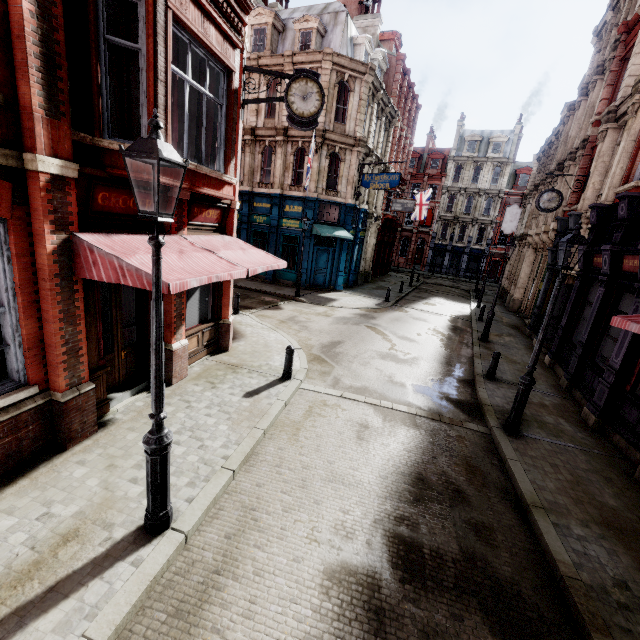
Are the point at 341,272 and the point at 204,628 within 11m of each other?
no

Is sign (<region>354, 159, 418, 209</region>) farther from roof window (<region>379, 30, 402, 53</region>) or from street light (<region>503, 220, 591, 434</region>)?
street light (<region>503, 220, 591, 434</region>)

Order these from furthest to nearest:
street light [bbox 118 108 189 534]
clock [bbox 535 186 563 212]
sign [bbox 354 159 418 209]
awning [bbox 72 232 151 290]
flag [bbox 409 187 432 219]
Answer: flag [bbox 409 187 432 219] < sign [bbox 354 159 418 209] < clock [bbox 535 186 563 212] < awning [bbox 72 232 151 290] < street light [bbox 118 108 189 534]

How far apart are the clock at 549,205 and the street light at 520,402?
9.48m

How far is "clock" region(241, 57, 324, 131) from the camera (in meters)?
8.45

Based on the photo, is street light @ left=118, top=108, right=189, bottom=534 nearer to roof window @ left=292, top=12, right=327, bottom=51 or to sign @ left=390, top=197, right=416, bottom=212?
sign @ left=390, top=197, right=416, bottom=212

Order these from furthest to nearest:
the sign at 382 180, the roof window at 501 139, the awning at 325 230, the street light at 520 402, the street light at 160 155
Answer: the roof window at 501 139
the awning at 325 230
the sign at 382 180
the street light at 520 402
the street light at 160 155

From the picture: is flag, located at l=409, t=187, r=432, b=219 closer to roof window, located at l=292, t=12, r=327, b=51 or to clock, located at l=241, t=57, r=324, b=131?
roof window, located at l=292, t=12, r=327, b=51
